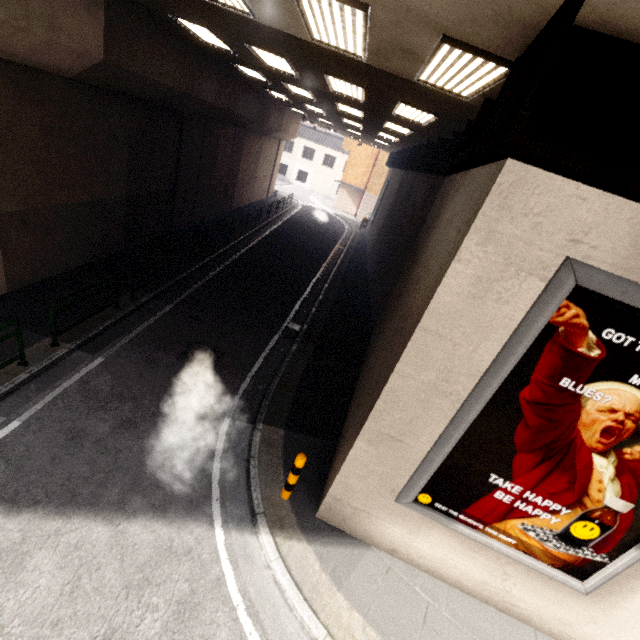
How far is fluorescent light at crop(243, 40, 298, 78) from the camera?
7.4m

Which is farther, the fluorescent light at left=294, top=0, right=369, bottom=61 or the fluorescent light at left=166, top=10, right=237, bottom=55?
the fluorescent light at left=166, top=10, right=237, bottom=55

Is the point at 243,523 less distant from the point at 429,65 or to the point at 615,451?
the point at 615,451

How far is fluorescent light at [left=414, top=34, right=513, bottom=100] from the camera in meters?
3.8 m

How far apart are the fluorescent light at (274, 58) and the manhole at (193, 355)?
7.3m

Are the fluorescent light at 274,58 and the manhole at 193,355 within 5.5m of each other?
no

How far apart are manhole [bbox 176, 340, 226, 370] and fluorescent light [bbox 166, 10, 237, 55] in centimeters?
748cm

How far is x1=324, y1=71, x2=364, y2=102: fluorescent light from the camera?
7.5m
